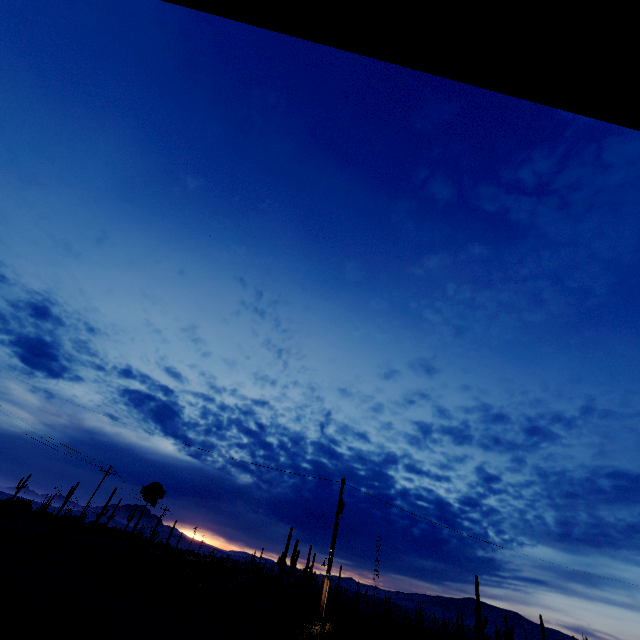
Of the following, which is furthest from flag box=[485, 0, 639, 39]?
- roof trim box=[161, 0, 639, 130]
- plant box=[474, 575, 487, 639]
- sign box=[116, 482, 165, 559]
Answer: plant box=[474, 575, 487, 639]

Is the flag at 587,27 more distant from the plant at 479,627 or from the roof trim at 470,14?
the plant at 479,627

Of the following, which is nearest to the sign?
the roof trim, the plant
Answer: the roof trim

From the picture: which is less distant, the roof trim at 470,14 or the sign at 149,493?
the roof trim at 470,14

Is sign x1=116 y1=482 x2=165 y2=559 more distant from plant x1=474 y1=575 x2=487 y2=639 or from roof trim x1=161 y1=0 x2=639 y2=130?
plant x1=474 y1=575 x2=487 y2=639

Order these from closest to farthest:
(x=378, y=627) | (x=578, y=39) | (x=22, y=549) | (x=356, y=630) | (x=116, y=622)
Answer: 1. (x=578, y=39)
2. (x=116, y=622)
3. (x=22, y=549)
4. (x=356, y=630)
5. (x=378, y=627)

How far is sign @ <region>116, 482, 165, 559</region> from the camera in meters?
18.4 m

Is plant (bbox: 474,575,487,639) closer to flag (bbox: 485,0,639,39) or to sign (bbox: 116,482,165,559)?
sign (bbox: 116,482,165,559)
